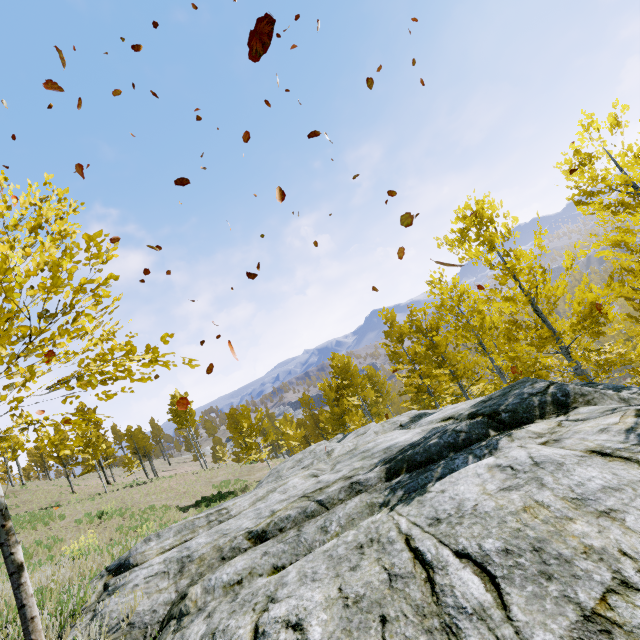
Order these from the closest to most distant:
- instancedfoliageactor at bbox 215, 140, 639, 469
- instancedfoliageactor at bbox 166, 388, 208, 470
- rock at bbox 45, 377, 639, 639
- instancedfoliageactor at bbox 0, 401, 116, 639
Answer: rock at bbox 45, 377, 639, 639 < instancedfoliageactor at bbox 0, 401, 116, 639 < instancedfoliageactor at bbox 215, 140, 639, 469 < instancedfoliageactor at bbox 166, 388, 208, 470

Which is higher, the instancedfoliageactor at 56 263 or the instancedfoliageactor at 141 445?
the instancedfoliageactor at 141 445

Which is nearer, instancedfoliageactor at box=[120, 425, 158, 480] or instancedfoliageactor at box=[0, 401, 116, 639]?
instancedfoliageactor at box=[0, 401, 116, 639]

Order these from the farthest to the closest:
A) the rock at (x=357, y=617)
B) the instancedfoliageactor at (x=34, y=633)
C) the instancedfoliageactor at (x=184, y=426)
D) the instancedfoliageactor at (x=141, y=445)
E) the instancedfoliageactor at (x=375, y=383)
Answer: the instancedfoliageactor at (x=141, y=445), the instancedfoliageactor at (x=184, y=426), the instancedfoliageactor at (x=375, y=383), the instancedfoliageactor at (x=34, y=633), the rock at (x=357, y=617)

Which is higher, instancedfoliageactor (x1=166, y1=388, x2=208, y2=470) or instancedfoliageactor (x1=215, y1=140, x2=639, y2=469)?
instancedfoliageactor (x1=166, y1=388, x2=208, y2=470)

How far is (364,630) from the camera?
2.07m

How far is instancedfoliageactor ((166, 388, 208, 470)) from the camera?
35.0 meters
